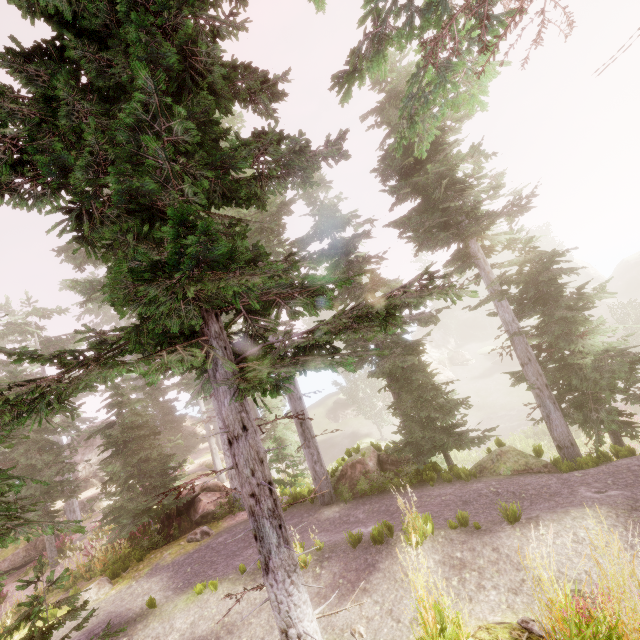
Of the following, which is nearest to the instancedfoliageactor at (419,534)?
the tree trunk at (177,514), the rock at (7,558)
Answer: the tree trunk at (177,514)

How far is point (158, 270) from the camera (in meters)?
2.18

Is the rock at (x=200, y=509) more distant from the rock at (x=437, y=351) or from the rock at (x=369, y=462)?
the rock at (x=437, y=351)

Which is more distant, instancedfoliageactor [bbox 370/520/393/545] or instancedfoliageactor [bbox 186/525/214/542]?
instancedfoliageactor [bbox 186/525/214/542]

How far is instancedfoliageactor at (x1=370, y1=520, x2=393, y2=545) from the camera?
6.98m

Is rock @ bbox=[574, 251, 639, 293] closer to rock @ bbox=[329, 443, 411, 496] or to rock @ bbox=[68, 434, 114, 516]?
rock @ bbox=[68, 434, 114, 516]

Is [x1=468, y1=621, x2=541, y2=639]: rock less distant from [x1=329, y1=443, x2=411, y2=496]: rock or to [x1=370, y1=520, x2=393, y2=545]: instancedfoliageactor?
[x1=370, y1=520, x2=393, y2=545]: instancedfoliageactor

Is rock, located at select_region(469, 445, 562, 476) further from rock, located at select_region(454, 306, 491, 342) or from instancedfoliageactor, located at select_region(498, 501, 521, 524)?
rock, located at select_region(454, 306, 491, 342)
